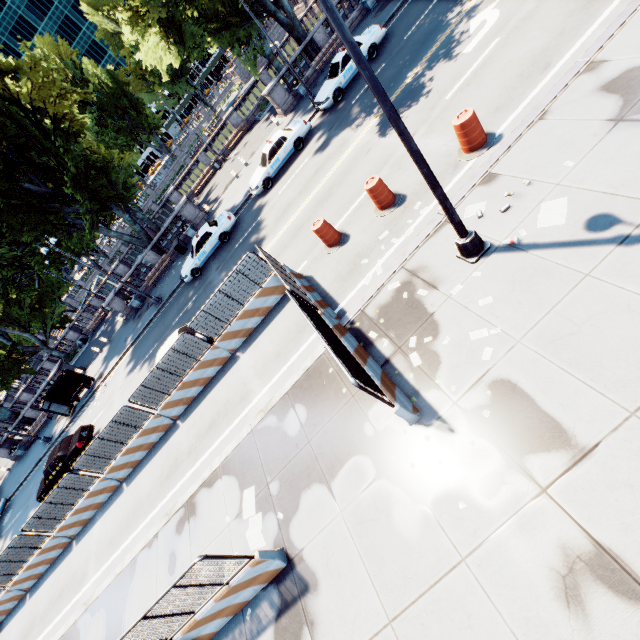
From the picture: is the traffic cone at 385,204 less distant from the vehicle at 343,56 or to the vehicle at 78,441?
the vehicle at 343,56

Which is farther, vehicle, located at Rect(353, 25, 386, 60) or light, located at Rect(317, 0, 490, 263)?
vehicle, located at Rect(353, 25, 386, 60)

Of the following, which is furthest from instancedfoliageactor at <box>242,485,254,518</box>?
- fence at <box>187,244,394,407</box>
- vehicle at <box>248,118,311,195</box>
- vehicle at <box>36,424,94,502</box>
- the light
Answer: vehicle at <box>248,118,311,195</box>

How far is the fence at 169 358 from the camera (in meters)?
12.45

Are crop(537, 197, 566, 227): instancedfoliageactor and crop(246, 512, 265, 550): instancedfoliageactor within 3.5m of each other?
no

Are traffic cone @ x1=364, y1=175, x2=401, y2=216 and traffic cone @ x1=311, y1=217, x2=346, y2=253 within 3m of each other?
yes

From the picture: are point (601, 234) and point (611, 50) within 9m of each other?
yes

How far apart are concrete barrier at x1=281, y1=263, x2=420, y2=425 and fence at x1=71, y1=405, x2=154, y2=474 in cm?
0
